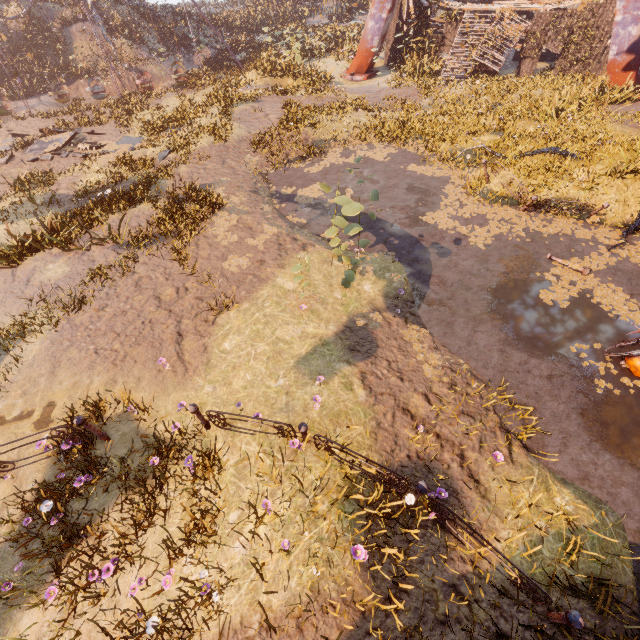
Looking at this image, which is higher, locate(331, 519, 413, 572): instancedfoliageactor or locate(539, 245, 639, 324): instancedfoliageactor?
locate(331, 519, 413, 572): instancedfoliageactor

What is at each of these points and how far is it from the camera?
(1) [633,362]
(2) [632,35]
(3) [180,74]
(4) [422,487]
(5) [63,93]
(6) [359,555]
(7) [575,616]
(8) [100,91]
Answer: (1) fan, 6.95m
(2) metal support, 14.95m
(3) swing, 23.75m
(4) metal fence, 4.55m
(5) swing, 22.81m
(6) instancedfoliageactor, 4.22m
(7) metal fence, 3.62m
(8) swing, 24.02m

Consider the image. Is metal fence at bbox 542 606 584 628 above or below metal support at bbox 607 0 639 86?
below

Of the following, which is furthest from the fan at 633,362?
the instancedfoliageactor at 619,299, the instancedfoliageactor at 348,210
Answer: the instancedfoliageactor at 348,210

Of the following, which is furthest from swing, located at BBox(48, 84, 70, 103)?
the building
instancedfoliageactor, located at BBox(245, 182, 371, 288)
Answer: instancedfoliageactor, located at BBox(245, 182, 371, 288)

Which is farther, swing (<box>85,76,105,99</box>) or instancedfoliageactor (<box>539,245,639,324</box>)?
swing (<box>85,76,105,99</box>)

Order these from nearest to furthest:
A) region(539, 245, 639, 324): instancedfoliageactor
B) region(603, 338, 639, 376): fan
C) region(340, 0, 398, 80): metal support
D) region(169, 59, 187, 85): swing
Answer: region(603, 338, 639, 376): fan
region(539, 245, 639, 324): instancedfoliageactor
region(340, 0, 398, 80): metal support
region(169, 59, 187, 85): swing

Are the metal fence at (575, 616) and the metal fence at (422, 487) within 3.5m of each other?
yes
